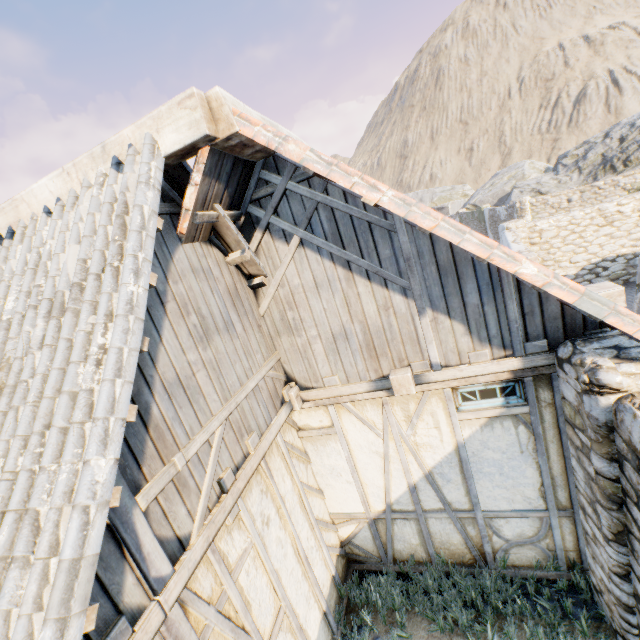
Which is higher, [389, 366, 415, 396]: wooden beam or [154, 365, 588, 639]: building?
[389, 366, 415, 396]: wooden beam

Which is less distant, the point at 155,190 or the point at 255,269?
the point at 155,190

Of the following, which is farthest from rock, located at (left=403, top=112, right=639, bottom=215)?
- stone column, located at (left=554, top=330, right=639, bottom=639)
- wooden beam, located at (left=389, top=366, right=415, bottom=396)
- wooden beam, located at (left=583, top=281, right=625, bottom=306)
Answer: wooden beam, located at (left=389, top=366, right=415, bottom=396)

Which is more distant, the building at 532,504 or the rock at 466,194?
the rock at 466,194

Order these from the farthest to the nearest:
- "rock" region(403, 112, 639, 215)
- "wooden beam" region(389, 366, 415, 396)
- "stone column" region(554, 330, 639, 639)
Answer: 1. "rock" region(403, 112, 639, 215)
2. "wooden beam" region(389, 366, 415, 396)
3. "stone column" region(554, 330, 639, 639)

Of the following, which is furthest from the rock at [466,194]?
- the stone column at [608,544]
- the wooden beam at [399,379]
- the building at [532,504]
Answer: the wooden beam at [399,379]

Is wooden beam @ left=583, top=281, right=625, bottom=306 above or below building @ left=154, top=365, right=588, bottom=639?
above

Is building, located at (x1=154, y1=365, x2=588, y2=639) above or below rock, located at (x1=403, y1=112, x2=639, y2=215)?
below
